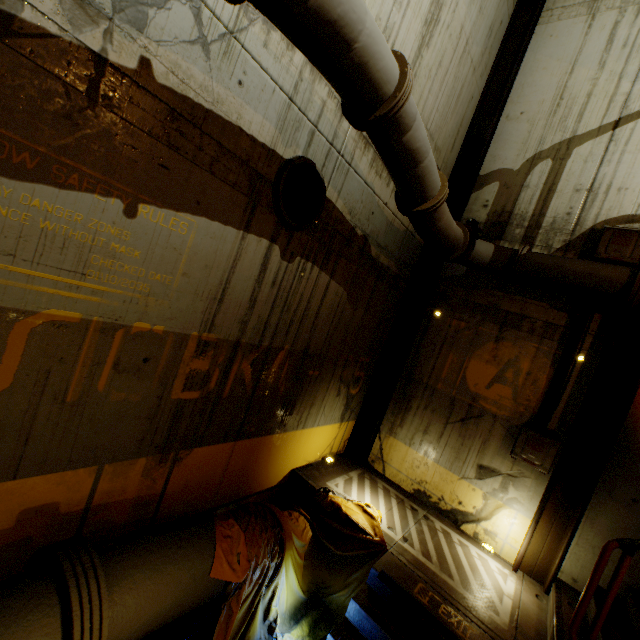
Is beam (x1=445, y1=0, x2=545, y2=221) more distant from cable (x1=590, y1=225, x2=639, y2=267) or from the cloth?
cable (x1=590, y1=225, x2=639, y2=267)

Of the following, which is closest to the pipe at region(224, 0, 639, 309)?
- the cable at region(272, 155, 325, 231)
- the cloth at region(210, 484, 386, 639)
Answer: the cloth at region(210, 484, 386, 639)

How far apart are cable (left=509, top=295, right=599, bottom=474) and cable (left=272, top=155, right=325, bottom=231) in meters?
4.5 m

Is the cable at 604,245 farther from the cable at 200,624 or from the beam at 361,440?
the cable at 200,624

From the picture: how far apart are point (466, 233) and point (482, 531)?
5.1 meters

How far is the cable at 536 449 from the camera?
5.09m

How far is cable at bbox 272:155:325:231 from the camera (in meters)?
3.53

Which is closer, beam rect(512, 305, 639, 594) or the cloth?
the cloth
